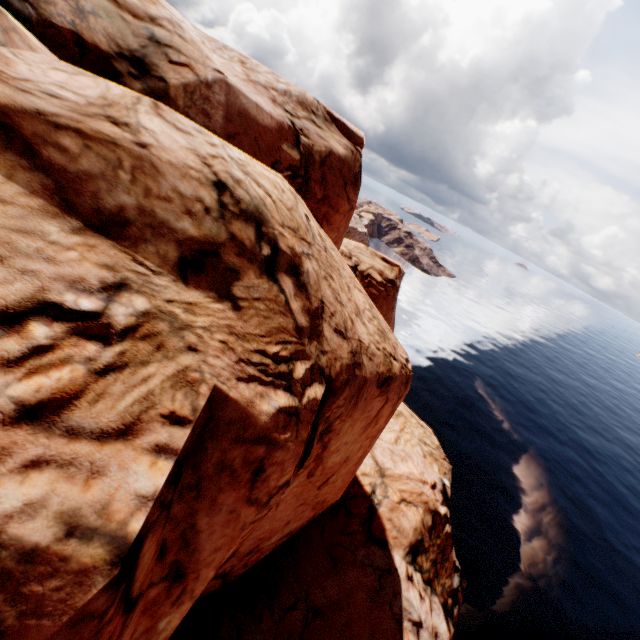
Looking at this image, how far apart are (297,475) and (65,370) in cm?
669
